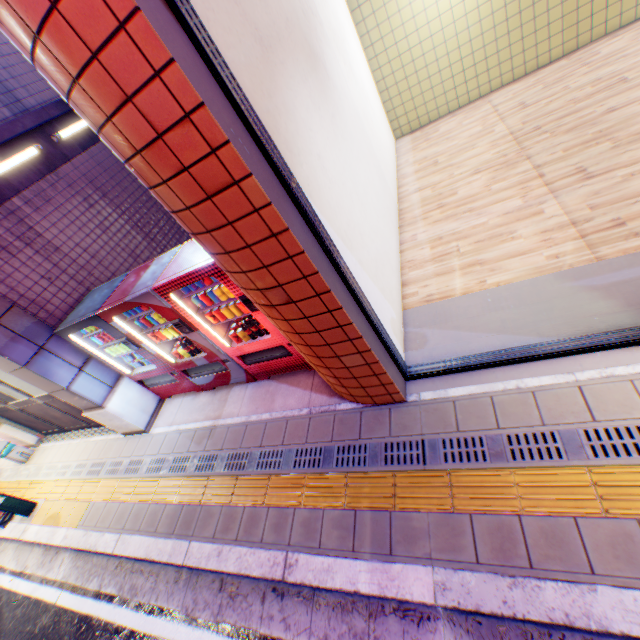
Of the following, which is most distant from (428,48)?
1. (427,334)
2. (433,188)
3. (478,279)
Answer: (427,334)

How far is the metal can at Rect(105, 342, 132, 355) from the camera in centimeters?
496cm

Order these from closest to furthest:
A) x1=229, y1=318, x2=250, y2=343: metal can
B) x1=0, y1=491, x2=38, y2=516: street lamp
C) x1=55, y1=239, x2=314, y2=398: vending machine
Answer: x1=55, y1=239, x2=314, y2=398: vending machine < x1=229, y1=318, x2=250, y2=343: metal can < x1=0, y1=491, x2=38, y2=516: street lamp

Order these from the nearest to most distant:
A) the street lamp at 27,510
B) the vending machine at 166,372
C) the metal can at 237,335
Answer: the vending machine at 166,372 < the metal can at 237,335 < the street lamp at 27,510

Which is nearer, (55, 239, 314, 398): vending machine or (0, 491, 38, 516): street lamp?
(55, 239, 314, 398): vending machine

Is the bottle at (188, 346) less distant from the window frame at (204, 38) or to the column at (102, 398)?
the column at (102, 398)

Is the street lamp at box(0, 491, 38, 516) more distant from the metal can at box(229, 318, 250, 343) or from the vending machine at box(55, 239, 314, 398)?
the metal can at box(229, 318, 250, 343)

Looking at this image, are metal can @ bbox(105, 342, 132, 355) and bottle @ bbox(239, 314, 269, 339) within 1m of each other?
no
